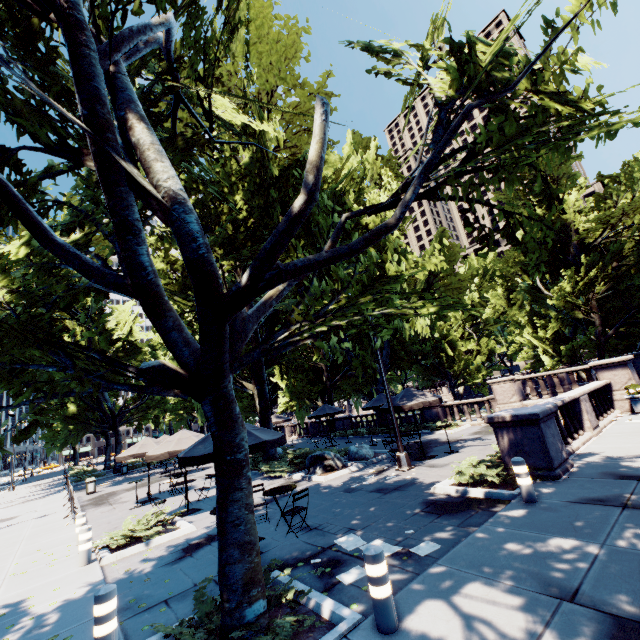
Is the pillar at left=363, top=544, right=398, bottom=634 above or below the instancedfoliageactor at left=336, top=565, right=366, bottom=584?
above

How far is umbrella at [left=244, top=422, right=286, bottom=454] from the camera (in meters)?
7.57

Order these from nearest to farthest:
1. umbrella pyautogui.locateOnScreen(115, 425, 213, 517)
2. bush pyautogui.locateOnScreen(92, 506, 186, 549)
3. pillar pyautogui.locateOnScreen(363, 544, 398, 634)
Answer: pillar pyautogui.locateOnScreen(363, 544, 398, 634)
umbrella pyautogui.locateOnScreen(115, 425, 213, 517)
bush pyautogui.locateOnScreen(92, 506, 186, 549)

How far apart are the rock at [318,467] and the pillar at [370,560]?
10.36m

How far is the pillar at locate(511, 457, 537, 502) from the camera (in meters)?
6.83

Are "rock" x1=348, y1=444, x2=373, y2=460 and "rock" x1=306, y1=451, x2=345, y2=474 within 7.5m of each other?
yes

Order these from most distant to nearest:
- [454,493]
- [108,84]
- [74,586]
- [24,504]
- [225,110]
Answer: [24,504] < [225,110] < [454,493] < [74,586] < [108,84]

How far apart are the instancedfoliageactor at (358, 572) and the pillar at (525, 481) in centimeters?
378cm
